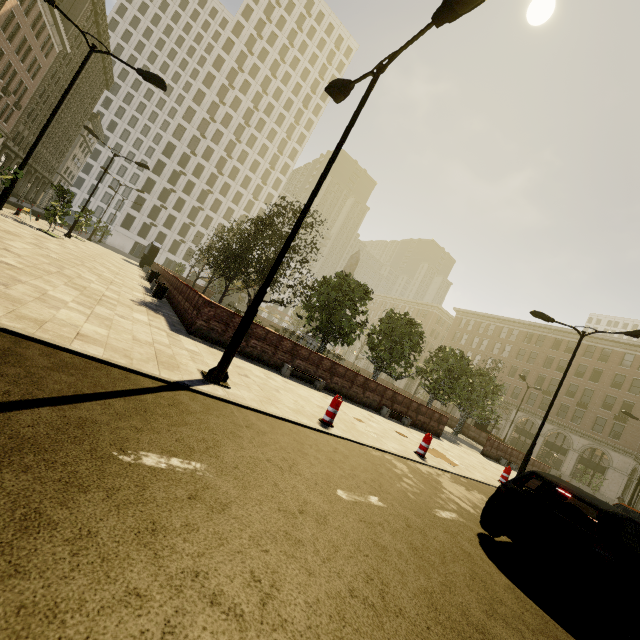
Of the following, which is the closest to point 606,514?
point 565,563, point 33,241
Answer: point 565,563

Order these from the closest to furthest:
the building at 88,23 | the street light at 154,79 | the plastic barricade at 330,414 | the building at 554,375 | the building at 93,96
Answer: the plastic barricade at 330,414
the street light at 154,79
the building at 88,23
the building at 554,375
the building at 93,96

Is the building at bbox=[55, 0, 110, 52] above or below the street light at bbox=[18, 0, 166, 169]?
above

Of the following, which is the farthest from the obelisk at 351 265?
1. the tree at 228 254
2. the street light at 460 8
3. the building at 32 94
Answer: the building at 32 94

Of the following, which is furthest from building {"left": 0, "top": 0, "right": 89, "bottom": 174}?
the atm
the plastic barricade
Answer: the atm

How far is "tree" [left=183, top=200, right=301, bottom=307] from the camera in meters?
16.8 m

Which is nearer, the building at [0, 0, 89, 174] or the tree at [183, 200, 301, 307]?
the tree at [183, 200, 301, 307]

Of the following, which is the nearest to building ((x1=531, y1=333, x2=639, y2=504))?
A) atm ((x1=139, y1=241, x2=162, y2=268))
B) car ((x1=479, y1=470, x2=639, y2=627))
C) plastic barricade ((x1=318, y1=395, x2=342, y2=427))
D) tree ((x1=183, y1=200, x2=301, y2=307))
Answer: tree ((x1=183, y1=200, x2=301, y2=307))
